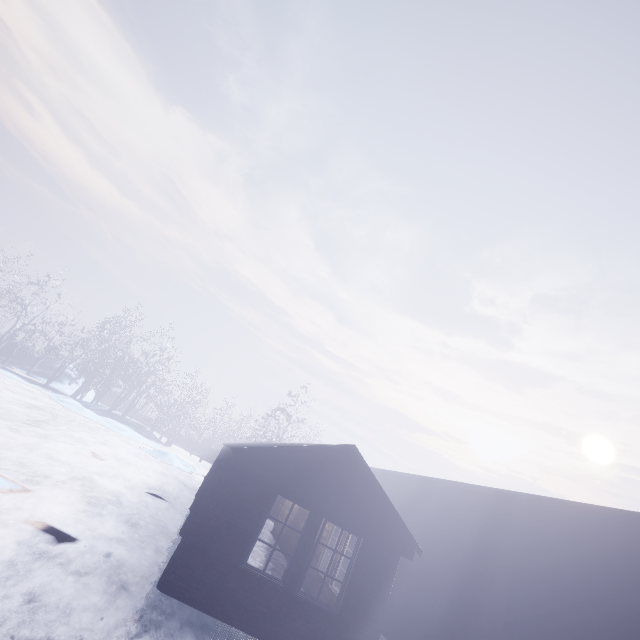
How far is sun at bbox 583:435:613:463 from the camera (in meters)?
52.19

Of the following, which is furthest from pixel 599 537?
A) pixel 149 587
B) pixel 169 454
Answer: pixel 169 454

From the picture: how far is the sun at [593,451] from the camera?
52.2m
